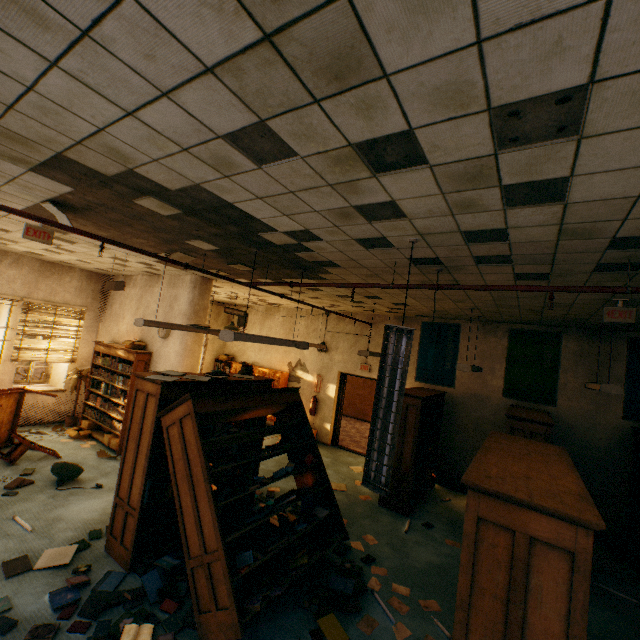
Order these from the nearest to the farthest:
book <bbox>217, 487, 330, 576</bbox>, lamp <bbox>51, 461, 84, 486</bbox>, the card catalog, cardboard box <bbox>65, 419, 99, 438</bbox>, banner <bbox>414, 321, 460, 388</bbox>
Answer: book <bbox>217, 487, 330, 576</bbox>, lamp <bbox>51, 461, 84, 486</bbox>, cardboard box <bbox>65, 419, 99, 438</bbox>, banner <bbox>414, 321, 460, 388</bbox>, the card catalog

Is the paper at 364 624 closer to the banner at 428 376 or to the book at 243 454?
the book at 243 454

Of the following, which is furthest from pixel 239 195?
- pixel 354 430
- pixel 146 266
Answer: pixel 354 430

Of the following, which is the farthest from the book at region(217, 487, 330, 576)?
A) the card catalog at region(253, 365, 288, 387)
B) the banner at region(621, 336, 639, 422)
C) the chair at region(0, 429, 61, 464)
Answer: the banner at region(621, 336, 639, 422)

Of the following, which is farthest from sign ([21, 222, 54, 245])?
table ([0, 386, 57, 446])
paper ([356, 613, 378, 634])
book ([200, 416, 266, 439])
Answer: paper ([356, 613, 378, 634])

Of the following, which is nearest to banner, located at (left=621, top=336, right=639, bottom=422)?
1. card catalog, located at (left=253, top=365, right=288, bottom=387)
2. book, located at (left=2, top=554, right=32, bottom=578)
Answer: card catalog, located at (left=253, top=365, right=288, bottom=387)

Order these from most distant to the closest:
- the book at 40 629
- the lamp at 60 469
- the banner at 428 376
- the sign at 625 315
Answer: the banner at 428 376 < the lamp at 60 469 < the sign at 625 315 < the book at 40 629

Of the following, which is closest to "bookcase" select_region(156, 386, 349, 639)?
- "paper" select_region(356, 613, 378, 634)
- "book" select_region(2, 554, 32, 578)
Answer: "paper" select_region(356, 613, 378, 634)
